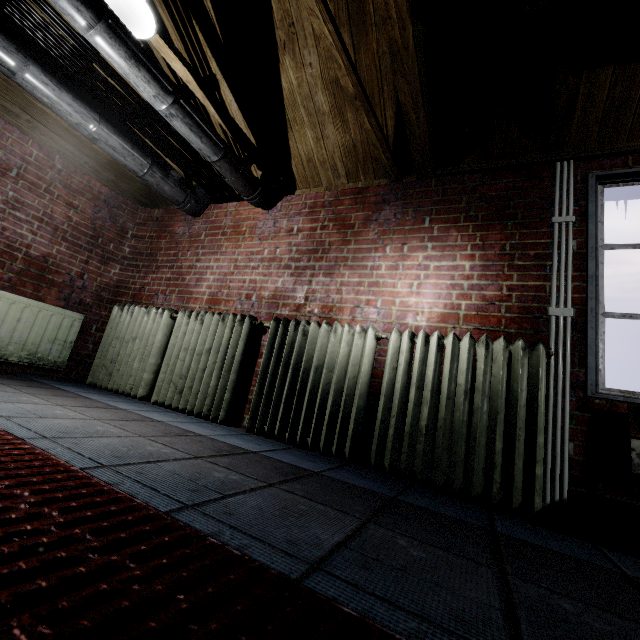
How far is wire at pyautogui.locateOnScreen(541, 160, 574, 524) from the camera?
1.52m

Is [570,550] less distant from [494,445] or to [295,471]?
[494,445]

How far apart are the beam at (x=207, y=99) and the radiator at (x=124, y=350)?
1.26m

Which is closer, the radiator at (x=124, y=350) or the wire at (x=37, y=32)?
the wire at (x=37, y=32)

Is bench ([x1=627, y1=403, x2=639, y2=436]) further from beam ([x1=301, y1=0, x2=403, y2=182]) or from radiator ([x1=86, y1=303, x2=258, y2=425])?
beam ([x1=301, y1=0, x2=403, y2=182])

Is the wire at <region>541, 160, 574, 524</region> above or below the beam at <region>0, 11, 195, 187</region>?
below

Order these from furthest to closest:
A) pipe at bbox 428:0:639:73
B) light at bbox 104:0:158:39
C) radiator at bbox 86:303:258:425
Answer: radiator at bbox 86:303:258:425 < light at bbox 104:0:158:39 < pipe at bbox 428:0:639:73

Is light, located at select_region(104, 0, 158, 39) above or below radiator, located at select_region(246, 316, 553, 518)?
above
